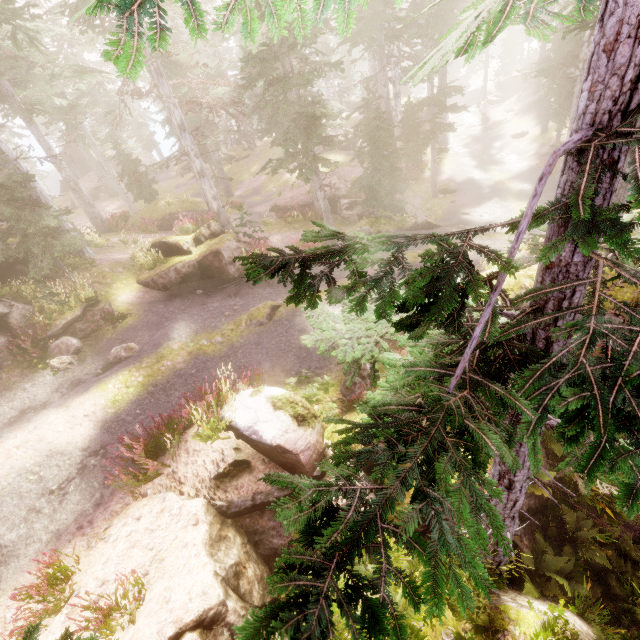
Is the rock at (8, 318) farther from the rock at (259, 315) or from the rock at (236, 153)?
the rock at (236, 153)

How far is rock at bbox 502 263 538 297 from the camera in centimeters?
945cm

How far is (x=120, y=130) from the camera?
19.25m

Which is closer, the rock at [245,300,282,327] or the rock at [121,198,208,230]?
the rock at [245,300,282,327]

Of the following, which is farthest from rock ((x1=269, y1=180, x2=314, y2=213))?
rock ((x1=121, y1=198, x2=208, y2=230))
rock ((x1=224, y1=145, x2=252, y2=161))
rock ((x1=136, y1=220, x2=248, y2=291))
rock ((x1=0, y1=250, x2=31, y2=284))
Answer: rock ((x1=224, y1=145, x2=252, y2=161))

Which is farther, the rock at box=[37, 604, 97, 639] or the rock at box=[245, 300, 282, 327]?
the rock at box=[245, 300, 282, 327]

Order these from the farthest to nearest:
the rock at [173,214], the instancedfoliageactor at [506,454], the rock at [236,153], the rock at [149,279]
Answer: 1. the rock at [236,153]
2. the rock at [173,214]
3. the rock at [149,279]
4. the instancedfoliageactor at [506,454]

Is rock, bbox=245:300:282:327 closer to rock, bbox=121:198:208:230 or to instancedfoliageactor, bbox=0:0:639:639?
instancedfoliageactor, bbox=0:0:639:639
